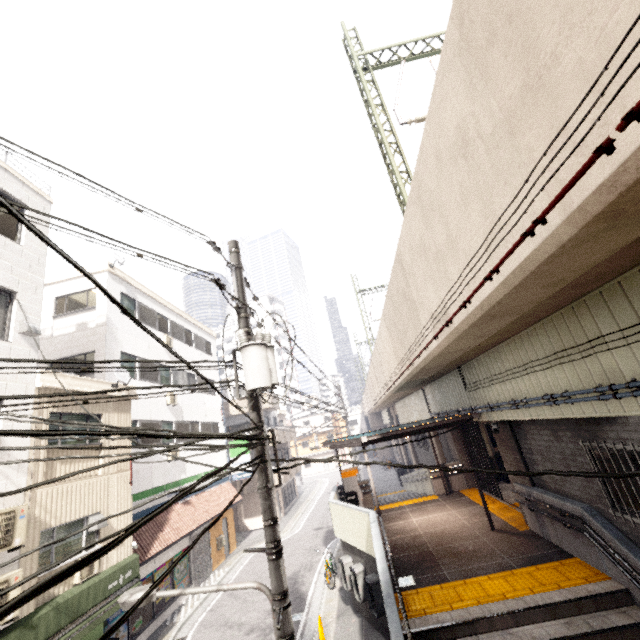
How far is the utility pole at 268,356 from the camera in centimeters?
483cm

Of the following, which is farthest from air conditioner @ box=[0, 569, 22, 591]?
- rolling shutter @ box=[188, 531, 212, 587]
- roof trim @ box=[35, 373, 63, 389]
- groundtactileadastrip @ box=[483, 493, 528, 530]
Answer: groundtactileadastrip @ box=[483, 493, 528, 530]

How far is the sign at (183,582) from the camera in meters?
14.7 m

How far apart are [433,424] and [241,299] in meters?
7.6 m

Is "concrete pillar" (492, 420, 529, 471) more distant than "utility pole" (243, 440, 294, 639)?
Yes

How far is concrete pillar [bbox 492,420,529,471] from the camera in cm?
880

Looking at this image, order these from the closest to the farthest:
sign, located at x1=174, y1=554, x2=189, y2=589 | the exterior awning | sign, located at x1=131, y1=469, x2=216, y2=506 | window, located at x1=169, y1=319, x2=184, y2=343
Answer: the exterior awning, sign, located at x1=131, y1=469, x2=216, y2=506, sign, located at x1=174, y1=554, x2=189, y2=589, window, located at x1=169, y1=319, x2=184, y2=343

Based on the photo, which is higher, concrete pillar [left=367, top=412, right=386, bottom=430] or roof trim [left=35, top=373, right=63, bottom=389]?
roof trim [left=35, top=373, right=63, bottom=389]
